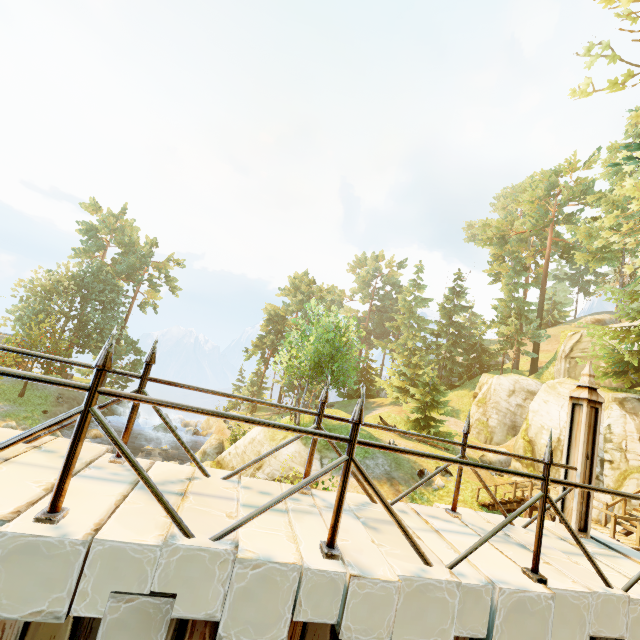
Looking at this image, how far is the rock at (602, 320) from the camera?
47.7m

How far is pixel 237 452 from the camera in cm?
2198

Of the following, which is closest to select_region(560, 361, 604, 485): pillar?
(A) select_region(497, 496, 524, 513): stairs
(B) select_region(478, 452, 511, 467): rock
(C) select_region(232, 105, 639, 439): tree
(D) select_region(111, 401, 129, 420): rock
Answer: (C) select_region(232, 105, 639, 439): tree

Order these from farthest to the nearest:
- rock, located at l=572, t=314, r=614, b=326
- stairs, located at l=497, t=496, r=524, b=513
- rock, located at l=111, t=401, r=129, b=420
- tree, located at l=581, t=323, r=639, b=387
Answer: rock, located at l=572, t=314, r=614, b=326
rock, located at l=111, t=401, r=129, b=420
tree, located at l=581, t=323, r=639, b=387
stairs, located at l=497, t=496, r=524, b=513

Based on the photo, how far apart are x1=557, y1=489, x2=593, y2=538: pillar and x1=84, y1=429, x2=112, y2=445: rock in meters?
33.2

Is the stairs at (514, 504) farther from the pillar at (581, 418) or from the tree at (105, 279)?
the pillar at (581, 418)

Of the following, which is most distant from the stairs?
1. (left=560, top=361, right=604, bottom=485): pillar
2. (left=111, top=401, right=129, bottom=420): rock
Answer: (left=111, top=401, right=129, bottom=420): rock
